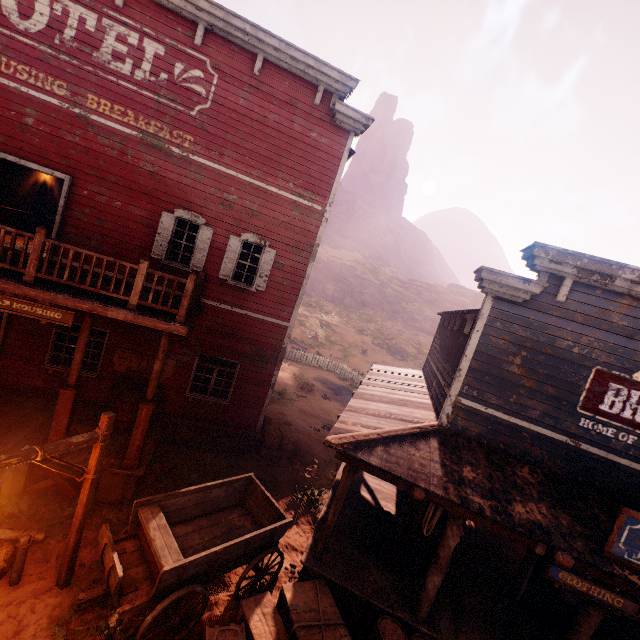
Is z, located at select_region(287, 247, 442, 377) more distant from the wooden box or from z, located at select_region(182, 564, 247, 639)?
the wooden box

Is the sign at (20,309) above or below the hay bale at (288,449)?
above

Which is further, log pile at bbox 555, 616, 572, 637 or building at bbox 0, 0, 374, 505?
building at bbox 0, 0, 374, 505

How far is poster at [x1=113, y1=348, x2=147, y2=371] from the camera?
9.8 meters

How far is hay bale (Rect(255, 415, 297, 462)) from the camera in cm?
1151

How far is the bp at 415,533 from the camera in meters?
7.2 m

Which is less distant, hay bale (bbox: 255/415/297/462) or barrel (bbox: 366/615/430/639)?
barrel (bbox: 366/615/430/639)

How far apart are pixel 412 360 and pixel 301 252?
26.9 meters
